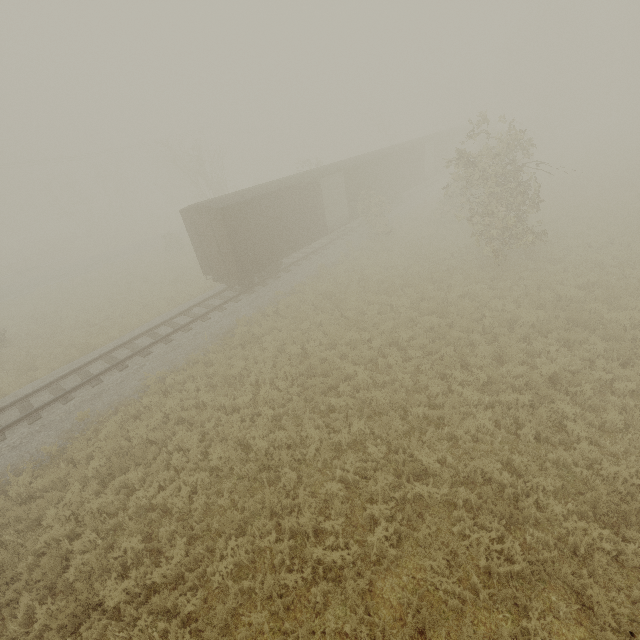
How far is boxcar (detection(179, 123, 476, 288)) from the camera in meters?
16.0 m

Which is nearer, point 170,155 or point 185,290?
point 185,290

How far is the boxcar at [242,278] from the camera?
16.00m
